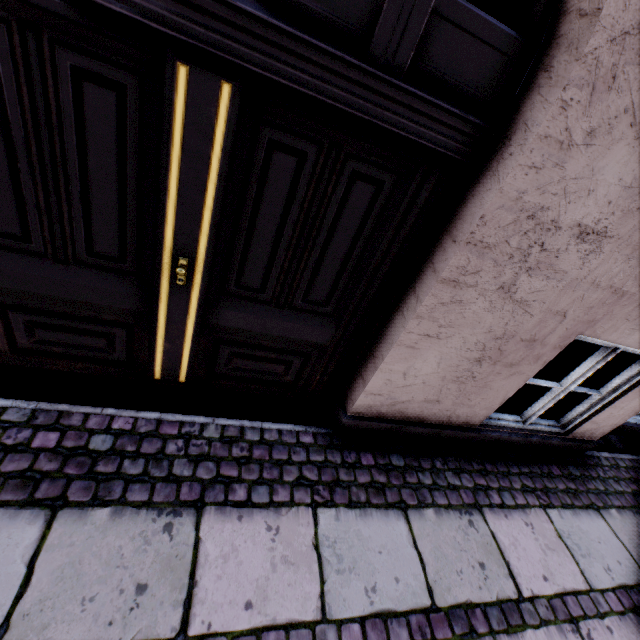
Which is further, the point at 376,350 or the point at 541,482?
the point at 541,482
